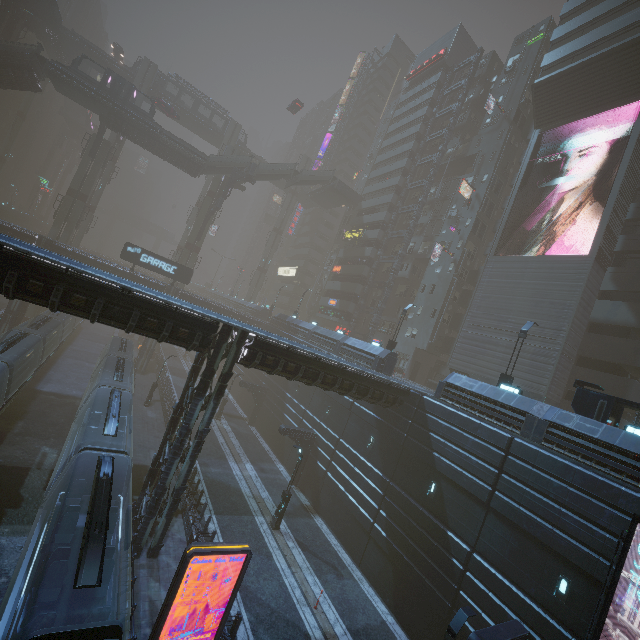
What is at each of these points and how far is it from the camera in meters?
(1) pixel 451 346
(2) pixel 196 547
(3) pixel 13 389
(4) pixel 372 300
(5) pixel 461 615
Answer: (1) building, 37.0
(2) sign, 10.9
(3) train, 21.6
(4) building, 49.3
(5) street light, 11.6

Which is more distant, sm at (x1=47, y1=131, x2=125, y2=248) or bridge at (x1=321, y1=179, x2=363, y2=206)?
bridge at (x1=321, y1=179, x2=363, y2=206)

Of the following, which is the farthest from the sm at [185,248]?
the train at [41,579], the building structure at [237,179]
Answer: the train at [41,579]

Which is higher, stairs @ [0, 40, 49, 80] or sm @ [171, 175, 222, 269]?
stairs @ [0, 40, 49, 80]

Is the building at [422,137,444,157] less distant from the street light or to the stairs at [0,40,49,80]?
the street light

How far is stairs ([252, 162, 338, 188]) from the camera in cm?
4931

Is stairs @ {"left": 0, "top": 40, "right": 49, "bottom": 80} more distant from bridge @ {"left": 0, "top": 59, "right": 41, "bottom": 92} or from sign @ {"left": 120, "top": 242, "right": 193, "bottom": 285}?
sign @ {"left": 120, "top": 242, "right": 193, "bottom": 285}

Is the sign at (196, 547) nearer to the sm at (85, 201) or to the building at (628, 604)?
the building at (628, 604)
